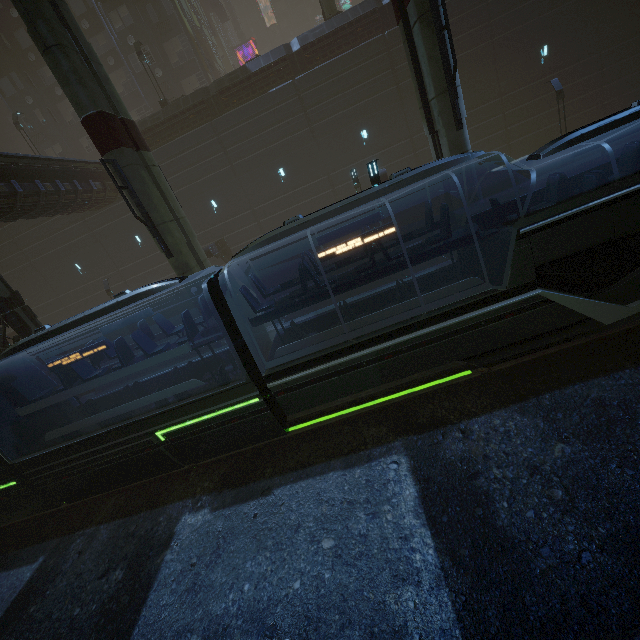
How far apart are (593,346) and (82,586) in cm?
1544

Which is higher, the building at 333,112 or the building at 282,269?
the building at 333,112

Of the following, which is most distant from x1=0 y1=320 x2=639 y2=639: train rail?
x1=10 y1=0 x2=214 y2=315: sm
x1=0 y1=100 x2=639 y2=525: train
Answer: x1=10 y1=0 x2=214 y2=315: sm

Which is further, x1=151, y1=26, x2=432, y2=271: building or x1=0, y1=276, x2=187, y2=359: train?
x1=151, y1=26, x2=432, y2=271: building

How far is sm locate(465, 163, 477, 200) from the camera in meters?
10.5

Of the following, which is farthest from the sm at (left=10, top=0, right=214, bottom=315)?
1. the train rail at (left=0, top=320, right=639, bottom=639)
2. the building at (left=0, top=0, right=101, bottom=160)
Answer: the train rail at (left=0, top=320, right=639, bottom=639)

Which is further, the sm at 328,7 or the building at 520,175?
the building at 520,175
